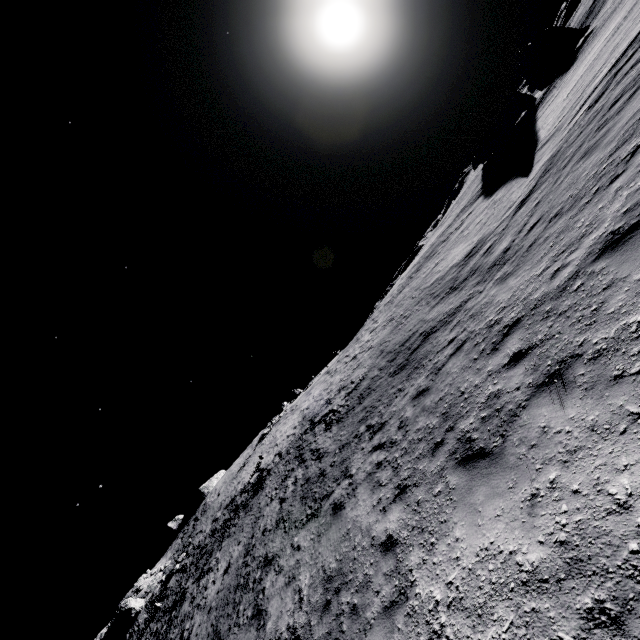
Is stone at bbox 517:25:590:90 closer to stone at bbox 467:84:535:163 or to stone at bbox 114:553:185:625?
stone at bbox 467:84:535:163

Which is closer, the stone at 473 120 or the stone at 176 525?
the stone at 473 120

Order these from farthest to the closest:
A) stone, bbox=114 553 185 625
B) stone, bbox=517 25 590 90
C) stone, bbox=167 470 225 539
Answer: stone, bbox=167 470 225 539
stone, bbox=517 25 590 90
stone, bbox=114 553 185 625

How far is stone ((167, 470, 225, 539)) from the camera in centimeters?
5147cm

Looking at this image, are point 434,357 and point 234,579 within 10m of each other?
no

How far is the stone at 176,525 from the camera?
51.5 meters

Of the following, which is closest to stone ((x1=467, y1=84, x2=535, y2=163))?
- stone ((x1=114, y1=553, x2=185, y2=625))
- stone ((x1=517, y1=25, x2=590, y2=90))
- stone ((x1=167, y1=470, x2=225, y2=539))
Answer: stone ((x1=517, y1=25, x2=590, y2=90))
